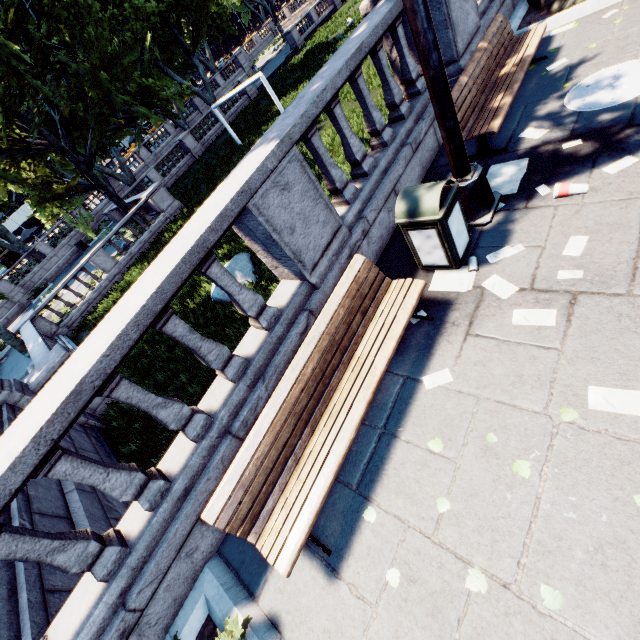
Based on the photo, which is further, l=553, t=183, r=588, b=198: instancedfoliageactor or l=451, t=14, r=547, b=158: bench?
l=451, t=14, r=547, b=158: bench

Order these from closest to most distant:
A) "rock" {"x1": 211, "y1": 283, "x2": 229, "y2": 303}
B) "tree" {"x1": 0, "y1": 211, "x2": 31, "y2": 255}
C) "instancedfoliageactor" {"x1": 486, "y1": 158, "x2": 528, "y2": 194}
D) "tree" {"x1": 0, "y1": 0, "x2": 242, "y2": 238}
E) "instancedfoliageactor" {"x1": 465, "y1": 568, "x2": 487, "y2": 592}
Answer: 1. "instancedfoliageactor" {"x1": 465, "y1": 568, "x2": 487, "y2": 592}
2. "instancedfoliageactor" {"x1": 486, "y1": 158, "x2": 528, "y2": 194}
3. "rock" {"x1": 211, "y1": 283, "x2": 229, "y2": 303}
4. "tree" {"x1": 0, "y1": 0, "x2": 242, "y2": 238}
5. "tree" {"x1": 0, "y1": 211, "x2": 31, "y2": 255}

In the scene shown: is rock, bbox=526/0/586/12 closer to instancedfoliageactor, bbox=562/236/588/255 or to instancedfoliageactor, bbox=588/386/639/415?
instancedfoliageactor, bbox=562/236/588/255

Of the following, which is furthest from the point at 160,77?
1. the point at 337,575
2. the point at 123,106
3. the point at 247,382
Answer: the point at 337,575

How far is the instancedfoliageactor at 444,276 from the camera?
3.71m

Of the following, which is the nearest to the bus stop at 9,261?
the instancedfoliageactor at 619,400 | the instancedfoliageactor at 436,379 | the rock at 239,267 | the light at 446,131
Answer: the rock at 239,267

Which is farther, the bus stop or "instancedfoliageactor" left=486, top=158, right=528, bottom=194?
the bus stop

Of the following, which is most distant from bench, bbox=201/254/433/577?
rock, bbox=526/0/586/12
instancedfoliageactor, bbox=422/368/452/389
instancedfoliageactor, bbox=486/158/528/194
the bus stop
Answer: the bus stop
